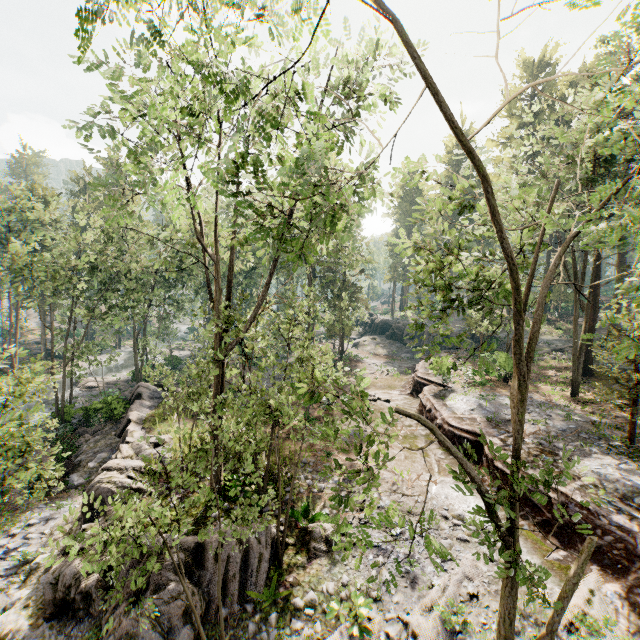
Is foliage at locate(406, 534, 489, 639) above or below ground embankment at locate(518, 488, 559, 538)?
below

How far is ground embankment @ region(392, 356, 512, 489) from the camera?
15.1 meters

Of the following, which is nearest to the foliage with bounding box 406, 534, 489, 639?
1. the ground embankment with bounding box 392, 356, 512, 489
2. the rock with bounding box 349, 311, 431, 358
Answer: the ground embankment with bounding box 392, 356, 512, 489

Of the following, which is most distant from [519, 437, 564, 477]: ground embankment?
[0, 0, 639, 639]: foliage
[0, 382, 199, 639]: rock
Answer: [0, 382, 199, 639]: rock

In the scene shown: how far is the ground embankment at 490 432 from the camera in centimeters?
1507cm

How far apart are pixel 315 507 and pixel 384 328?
39.8 meters

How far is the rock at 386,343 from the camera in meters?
44.3
